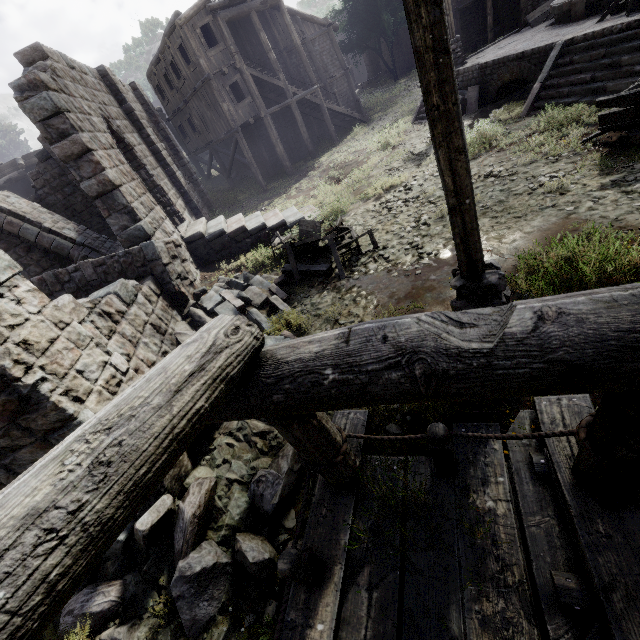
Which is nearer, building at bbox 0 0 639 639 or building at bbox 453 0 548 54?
building at bbox 0 0 639 639

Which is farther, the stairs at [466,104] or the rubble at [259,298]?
the stairs at [466,104]

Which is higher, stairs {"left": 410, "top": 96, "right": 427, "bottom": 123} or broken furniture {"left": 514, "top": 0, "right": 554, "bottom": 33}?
broken furniture {"left": 514, "top": 0, "right": 554, "bottom": 33}

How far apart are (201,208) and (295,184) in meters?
6.3 m

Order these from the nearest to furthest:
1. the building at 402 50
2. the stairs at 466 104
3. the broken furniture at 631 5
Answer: the broken furniture at 631 5
the stairs at 466 104
the building at 402 50

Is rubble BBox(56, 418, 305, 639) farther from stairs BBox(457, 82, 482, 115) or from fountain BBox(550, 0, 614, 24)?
fountain BBox(550, 0, 614, 24)

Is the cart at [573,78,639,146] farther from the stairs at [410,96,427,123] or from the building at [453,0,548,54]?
the stairs at [410,96,427,123]

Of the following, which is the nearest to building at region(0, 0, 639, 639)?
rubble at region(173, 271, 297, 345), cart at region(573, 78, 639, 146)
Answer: rubble at region(173, 271, 297, 345)
